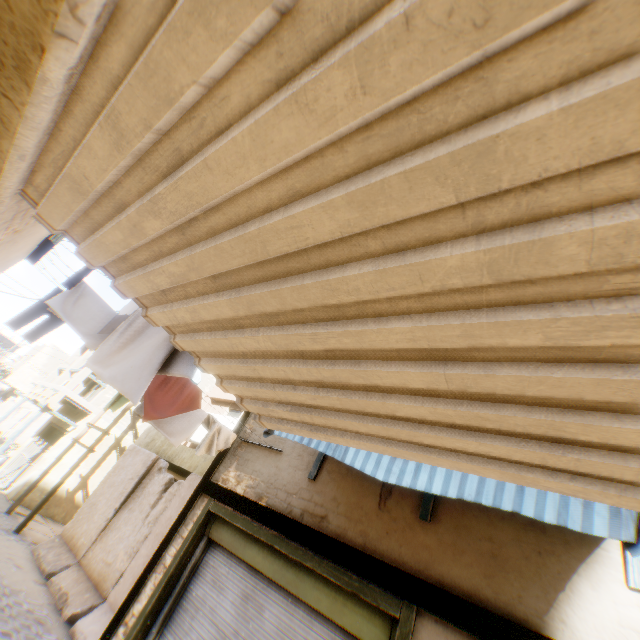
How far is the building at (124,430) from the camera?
13.34m

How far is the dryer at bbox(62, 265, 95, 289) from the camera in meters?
2.6 m

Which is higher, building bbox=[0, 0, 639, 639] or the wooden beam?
building bbox=[0, 0, 639, 639]

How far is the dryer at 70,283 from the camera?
2.6m

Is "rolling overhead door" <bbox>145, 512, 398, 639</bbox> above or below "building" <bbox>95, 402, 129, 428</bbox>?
below

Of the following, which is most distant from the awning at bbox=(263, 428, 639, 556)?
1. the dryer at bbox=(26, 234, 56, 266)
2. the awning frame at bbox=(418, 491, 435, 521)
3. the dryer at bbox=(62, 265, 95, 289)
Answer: the dryer at bbox=(62, 265, 95, 289)

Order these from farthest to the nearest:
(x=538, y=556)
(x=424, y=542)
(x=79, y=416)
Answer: (x=79, y=416)
(x=424, y=542)
(x=538, y=556)

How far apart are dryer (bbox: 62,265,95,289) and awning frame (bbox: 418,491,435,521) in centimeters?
232cm
